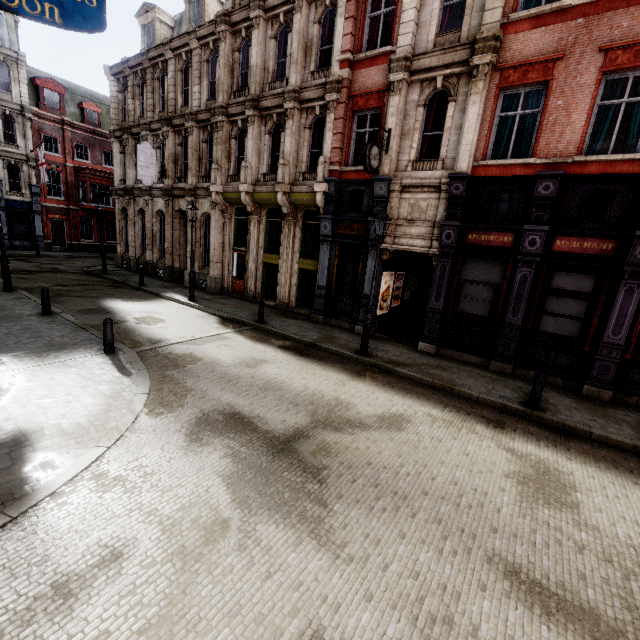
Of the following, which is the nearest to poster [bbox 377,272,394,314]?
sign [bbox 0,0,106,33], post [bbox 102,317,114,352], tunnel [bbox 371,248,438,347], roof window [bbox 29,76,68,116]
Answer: tunnel [bbox 371,248,438,347]

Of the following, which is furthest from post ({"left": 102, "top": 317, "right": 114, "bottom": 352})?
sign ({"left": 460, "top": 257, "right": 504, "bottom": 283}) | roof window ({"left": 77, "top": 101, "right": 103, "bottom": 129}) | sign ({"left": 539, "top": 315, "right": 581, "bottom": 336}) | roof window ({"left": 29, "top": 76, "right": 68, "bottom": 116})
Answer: roof window ({"left": 77, "top": 101, "right": 103, "bottom": 129})

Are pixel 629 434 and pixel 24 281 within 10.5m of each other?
no

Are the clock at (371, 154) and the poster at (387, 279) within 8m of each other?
yes

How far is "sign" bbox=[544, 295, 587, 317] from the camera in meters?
9.6

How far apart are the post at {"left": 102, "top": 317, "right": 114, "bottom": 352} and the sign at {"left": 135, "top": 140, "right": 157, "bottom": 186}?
13.9 meters

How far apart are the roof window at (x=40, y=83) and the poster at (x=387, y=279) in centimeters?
3707cm

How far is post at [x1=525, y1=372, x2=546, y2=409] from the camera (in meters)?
8.12
